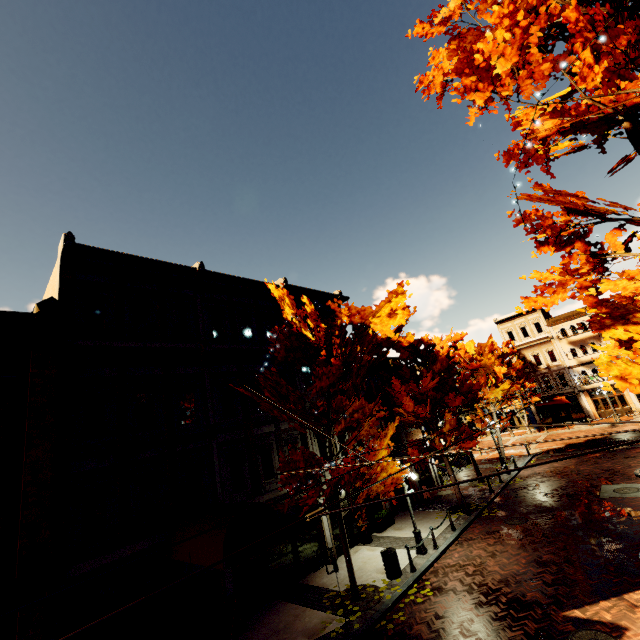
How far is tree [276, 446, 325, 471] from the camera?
11.5 meters

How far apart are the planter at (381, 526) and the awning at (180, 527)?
8.8m

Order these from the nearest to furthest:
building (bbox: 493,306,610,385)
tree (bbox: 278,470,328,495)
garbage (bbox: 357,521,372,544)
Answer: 1. tree (bbox: 278,470,328,495)
2. garbage (bbox: 357,521,372,544)
3. building (bbox: 493,306,610,385)

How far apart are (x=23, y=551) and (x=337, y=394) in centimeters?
962cm

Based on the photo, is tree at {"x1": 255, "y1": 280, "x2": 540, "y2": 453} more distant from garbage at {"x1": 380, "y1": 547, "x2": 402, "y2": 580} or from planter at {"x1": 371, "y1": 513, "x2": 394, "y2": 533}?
planter at {"x1": 371, "y1": 513, "x2": 394, "y2": 533}

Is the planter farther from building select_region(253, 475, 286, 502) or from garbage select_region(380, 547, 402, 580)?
garbage select_region(380, 547, 402, 580)

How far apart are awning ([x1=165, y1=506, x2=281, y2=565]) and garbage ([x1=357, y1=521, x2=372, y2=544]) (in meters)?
7.35

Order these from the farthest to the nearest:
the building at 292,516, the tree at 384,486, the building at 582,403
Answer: the building at 582,403
the building at 292,516
the tree at 384,486
